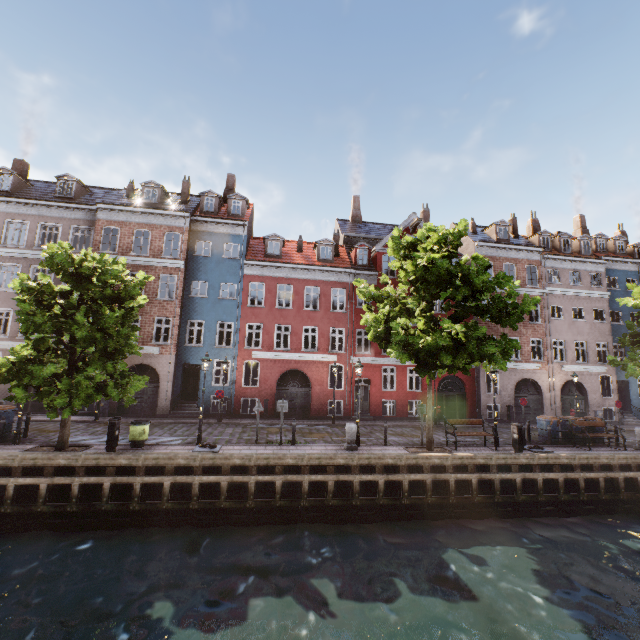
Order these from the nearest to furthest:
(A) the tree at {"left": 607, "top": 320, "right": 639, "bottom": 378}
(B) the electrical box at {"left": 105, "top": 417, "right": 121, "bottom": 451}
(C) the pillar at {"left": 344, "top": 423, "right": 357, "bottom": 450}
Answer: (B) the electrical box at {"left": 105, "top": 417, "right": 121, "bottom": 451} < (C) the pillar at {"left": 344, "top": 423, "right": 357, "bottom": 450} < (A) the tree at {"left": 607, "top": 320, "right": 639, "bottom": 378}

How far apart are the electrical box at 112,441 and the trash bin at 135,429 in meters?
0.6

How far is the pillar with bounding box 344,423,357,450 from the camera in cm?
1372

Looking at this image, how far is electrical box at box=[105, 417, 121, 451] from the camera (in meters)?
11.95

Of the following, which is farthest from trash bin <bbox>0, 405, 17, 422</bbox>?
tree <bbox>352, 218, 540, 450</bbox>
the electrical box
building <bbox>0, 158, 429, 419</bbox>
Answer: building <bbox>0, 158, 429, 419</bbox>

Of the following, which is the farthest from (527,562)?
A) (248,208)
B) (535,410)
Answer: (248,208)

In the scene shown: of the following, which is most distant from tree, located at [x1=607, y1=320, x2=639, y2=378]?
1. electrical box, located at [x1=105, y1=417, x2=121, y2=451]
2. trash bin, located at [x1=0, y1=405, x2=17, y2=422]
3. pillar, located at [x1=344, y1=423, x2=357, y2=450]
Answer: pillar, located at [x1=344, y1=423, x2=357, y2=450]

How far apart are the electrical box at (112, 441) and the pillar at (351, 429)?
9.02m
